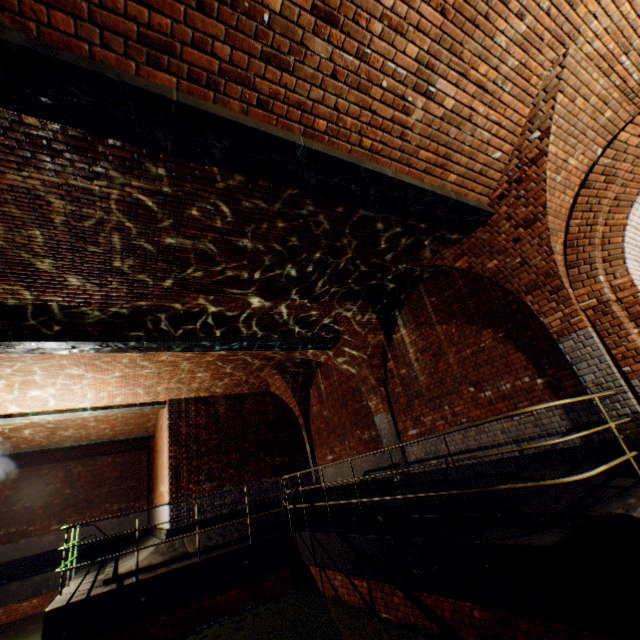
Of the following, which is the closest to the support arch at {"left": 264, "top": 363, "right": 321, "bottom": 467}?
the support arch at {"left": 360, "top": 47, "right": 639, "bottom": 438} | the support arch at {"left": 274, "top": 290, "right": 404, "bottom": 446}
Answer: the support arch at {"left": 274, "top": 290, "right": 404, "bottom": 446}

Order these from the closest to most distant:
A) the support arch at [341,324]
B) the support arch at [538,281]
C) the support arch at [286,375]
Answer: the support arch at [538,281], the support arch at [341,324], the support arch at [286,375]

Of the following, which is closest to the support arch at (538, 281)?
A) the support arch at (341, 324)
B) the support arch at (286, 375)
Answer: the support arch at (341, 324)

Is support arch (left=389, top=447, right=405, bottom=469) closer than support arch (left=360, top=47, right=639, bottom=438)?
No

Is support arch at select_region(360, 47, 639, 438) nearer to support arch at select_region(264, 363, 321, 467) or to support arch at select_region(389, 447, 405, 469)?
support arch at select_region(389, 447, 405, 469)

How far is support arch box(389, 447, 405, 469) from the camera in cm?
809

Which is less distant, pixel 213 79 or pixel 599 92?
pixel 213 79
